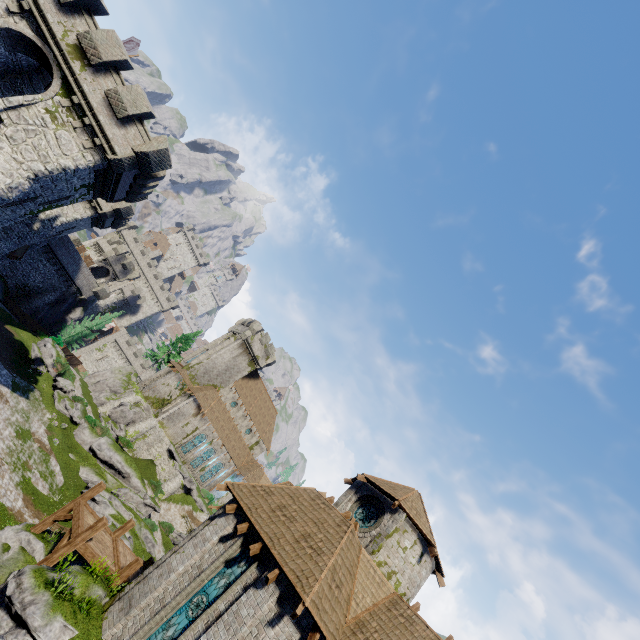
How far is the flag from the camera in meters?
23.3

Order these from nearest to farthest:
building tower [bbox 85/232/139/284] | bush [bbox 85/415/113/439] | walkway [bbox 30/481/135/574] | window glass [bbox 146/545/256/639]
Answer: window glass [bbox 146/545/256/639] < walkway [bbox 30/481/135/574] < bush [bbox 85/415/113/439] < building tower [bbox 85/232/139/284]

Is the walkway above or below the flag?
below

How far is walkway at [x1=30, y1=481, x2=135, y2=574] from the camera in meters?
13.8

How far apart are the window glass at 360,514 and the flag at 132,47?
34.6m

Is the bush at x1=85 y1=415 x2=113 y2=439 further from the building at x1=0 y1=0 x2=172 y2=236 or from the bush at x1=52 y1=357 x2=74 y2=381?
the building at x1=0 y1=0 x2=172 y2=236

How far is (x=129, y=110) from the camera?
17.5m

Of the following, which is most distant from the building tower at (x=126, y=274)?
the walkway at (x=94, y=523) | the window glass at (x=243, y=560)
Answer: the window glass at (x=243, y=560)
